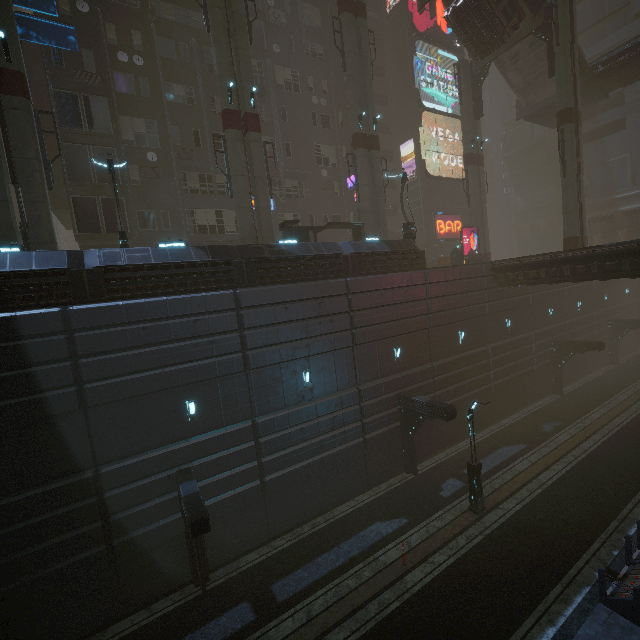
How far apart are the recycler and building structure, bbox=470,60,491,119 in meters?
12.1 m

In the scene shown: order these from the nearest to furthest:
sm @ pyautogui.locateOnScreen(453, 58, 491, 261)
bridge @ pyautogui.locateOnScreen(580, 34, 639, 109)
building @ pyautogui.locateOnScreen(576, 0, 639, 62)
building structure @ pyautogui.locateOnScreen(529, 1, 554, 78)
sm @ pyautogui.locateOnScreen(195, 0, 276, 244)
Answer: sm @ pyautogui.locateOnScreen(195, 0, 276, 244) < building structure @ pyautogui.locateOnScreen(529, 1, 554, 78) < bridge @ pyautogui.locateOnScreen(580, 34, 639, 109) < sm @ pyautogui.locateOnScreen(453, 58, 491, 261) < building @ pyautogui.locateOnScreen(576, 0, 639, 62)

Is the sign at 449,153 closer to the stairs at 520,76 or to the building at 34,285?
the building at 34,285

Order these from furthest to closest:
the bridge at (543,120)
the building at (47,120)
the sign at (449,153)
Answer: the sign at (449,153) → the bridge at (543,120) → the building at (47,120)

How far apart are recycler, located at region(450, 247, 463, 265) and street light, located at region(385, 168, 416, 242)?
7.24m

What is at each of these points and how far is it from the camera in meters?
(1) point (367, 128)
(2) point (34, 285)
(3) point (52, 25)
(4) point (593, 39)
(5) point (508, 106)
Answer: (1) sm, 23.3
(2) building, 11.2
(3) sign, 15.2
(4) building, 37.9
(5) building, 54.1

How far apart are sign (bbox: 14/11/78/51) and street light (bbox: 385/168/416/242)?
18.8m

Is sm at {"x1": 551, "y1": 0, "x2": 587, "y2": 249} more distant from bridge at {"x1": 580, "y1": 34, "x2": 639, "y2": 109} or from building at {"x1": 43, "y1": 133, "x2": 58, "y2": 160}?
bridge at {"x1": 580, "y1": 34, "x2": 639, "y2": 109}
